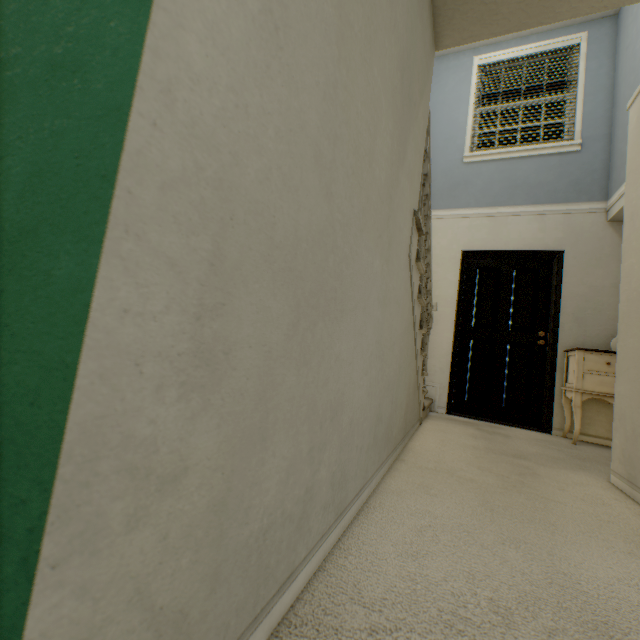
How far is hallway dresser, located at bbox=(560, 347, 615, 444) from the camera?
3.17m

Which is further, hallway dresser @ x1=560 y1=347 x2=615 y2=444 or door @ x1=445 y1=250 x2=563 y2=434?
door @ x1=445 y1=250 x2=563 y2=434

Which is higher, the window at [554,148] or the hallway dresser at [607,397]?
the window at [554,148]

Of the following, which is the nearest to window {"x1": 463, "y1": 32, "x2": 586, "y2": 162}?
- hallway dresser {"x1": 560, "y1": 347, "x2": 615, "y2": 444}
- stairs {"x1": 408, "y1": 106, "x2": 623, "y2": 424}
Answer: stairs {"x1": 408, "y1": 106, "x2": 623, "y2": 424}

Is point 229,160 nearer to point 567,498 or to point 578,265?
point 567,498

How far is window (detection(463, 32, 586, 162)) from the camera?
3.97m

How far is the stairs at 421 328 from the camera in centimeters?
196cm

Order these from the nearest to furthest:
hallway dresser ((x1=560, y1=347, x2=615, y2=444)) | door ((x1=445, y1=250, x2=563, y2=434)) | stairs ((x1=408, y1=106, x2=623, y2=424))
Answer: stairs ((x1=408, y1=106, x2=623, y2=424)) → hallway dresser ((x1=560, y1=347, x2=615, y2=444)) → door ((x1=445, y1=250, x2=563, y2=434))
